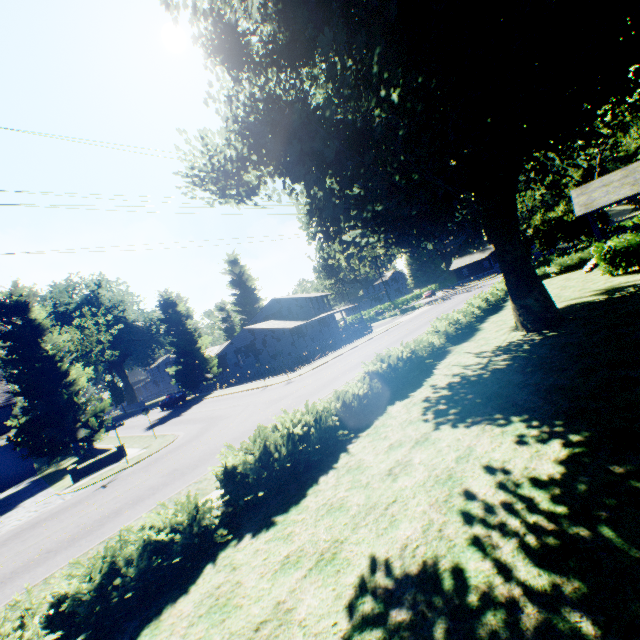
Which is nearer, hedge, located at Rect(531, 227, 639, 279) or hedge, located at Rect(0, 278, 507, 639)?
hedge, located at Rect(0, 278, 507, 639)

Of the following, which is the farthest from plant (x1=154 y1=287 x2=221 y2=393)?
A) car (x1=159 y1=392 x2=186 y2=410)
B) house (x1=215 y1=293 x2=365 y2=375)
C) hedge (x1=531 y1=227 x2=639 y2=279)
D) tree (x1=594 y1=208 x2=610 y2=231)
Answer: tree (x1=594 y1=208 x2=610 y2=231)

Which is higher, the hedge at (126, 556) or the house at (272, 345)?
the house at (272, 345)

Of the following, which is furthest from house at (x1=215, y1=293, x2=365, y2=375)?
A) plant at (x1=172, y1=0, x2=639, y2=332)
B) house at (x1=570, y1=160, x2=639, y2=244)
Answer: house at (x1=570, y1=160, x2=639, y2=244)

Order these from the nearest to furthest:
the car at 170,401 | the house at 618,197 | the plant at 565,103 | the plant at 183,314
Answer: the plant at 565,103 → the house at 618,197 → the car at 170,401 → the plant at 183,314

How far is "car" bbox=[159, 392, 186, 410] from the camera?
41.3m

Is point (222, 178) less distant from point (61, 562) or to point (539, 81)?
point (539, 81)

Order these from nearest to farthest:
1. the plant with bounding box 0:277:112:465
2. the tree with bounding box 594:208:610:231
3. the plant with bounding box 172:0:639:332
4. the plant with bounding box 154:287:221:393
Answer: the plant with bounding box 172:0:639:332 → the plant with bounding box 0:277:112:465 → the tree with bounding box 594:208:610:231 → the plant with bounding box 154:287:221:393
